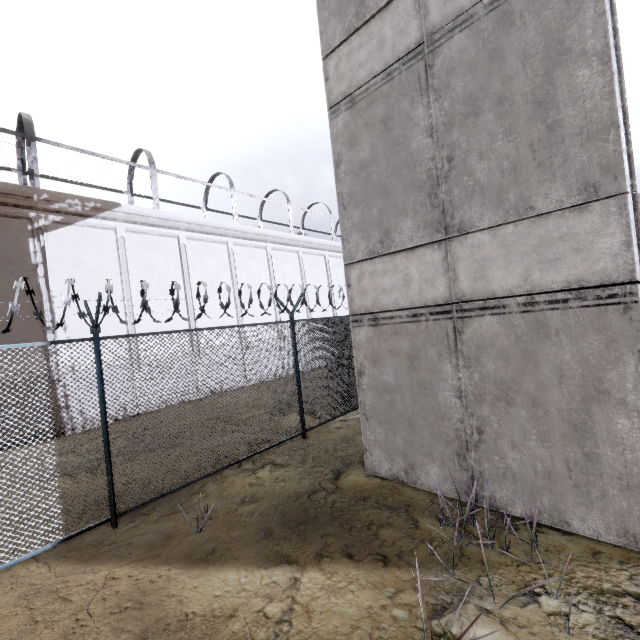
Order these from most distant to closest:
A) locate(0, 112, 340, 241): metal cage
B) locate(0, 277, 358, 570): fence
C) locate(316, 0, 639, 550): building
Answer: locate(0, 112, 340, 241): metal cage < locate(0, 277, 358, 570): fence < locate(316, 0, 639, 550): building

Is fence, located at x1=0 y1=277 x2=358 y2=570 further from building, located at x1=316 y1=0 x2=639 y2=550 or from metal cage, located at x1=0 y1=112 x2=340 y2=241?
metal cage, located at x1=0 y1=112 x2=340 y2=241

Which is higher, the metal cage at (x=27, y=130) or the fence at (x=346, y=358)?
the metal cage at (x=27, y=130)

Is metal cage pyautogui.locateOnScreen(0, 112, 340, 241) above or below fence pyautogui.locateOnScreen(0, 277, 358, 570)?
above

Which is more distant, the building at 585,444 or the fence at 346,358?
the fence at 346,358

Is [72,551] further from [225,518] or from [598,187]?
[598,187]

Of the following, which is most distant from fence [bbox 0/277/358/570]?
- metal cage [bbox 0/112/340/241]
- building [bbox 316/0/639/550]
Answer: metal cage [bbox 0/112/340/241]
